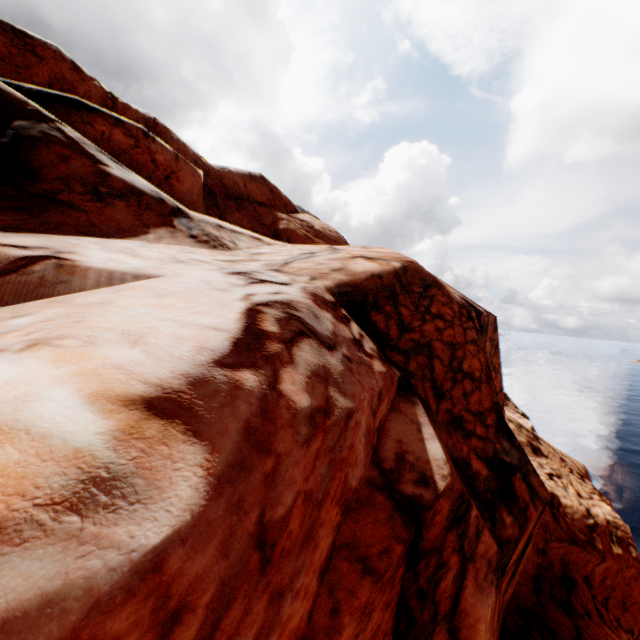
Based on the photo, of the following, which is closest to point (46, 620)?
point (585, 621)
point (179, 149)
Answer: point (585, 621)
